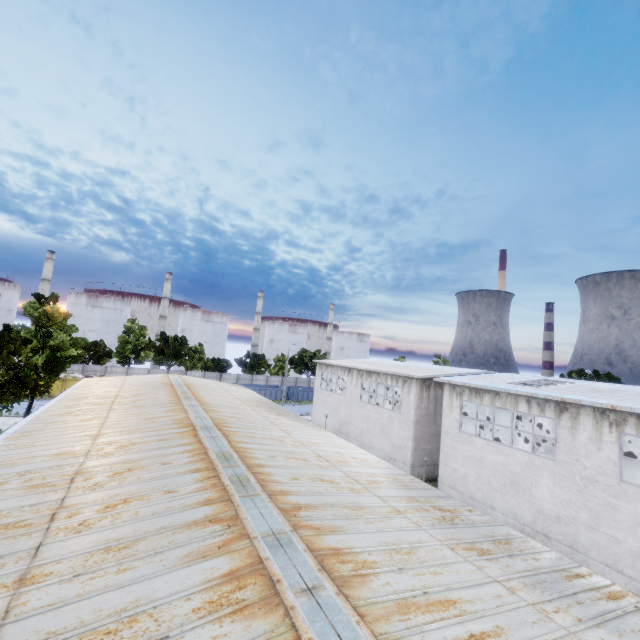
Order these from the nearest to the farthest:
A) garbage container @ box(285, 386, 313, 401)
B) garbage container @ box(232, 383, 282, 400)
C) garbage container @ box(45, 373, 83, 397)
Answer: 1. garbage container @ box(45, 373, 83, 397)
2. garbage container @ box(232, 383, 282, 400)
3. garbage container @ box(285, 386, 313, 401)

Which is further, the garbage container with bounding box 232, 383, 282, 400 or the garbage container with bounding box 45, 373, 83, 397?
the garbage container with bounding box 232, 383, 282, 400

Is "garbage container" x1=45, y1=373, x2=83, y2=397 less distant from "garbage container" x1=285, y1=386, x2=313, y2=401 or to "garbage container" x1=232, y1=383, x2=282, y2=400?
"garbage container" x1=232, y1=383, x2=282, y2=400

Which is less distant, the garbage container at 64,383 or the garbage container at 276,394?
the garbage container at 64,383

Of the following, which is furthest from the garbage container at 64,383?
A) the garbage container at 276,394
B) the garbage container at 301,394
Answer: the garbage container at 301,394

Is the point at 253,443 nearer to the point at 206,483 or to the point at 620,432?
the point at 206,483

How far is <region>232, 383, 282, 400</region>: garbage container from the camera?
53.3 meters

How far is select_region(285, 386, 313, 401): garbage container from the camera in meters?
56.4
